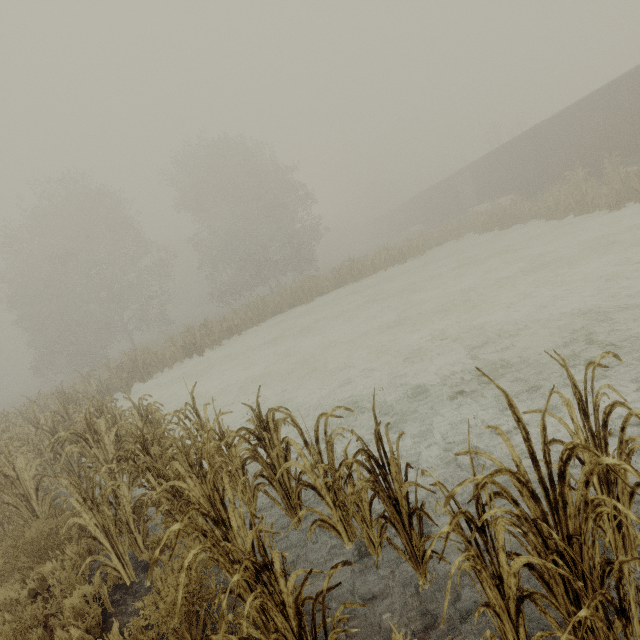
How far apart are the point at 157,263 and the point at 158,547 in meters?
37.9

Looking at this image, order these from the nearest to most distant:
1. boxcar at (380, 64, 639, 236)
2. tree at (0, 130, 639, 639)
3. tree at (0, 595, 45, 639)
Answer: tree at (0, 130, 639, 639)
tree at (0, 595, 45, 639)
boxcar at (380, 64, 639, 236)

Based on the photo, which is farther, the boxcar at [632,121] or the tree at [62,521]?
the boxcar at [632,121]

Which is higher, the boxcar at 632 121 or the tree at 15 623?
the boxcar at 632 121

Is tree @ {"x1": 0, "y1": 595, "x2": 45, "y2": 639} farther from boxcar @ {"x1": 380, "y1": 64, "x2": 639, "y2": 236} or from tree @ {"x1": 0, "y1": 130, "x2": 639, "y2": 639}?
boxcar @ {"x1": 380, "y1": 64, "x2": 639, "y2": 236}

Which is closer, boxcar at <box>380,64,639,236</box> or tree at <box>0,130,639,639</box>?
tree at <box>0,130,639,639</box>

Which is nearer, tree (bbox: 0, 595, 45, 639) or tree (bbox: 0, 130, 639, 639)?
tree (bbox: 0, 130, 639, 639)

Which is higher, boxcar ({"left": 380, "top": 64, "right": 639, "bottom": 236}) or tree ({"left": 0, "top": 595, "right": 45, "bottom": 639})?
boxcar ({"left": 380, "top": 64, "right": 639, "bottom": 236})
